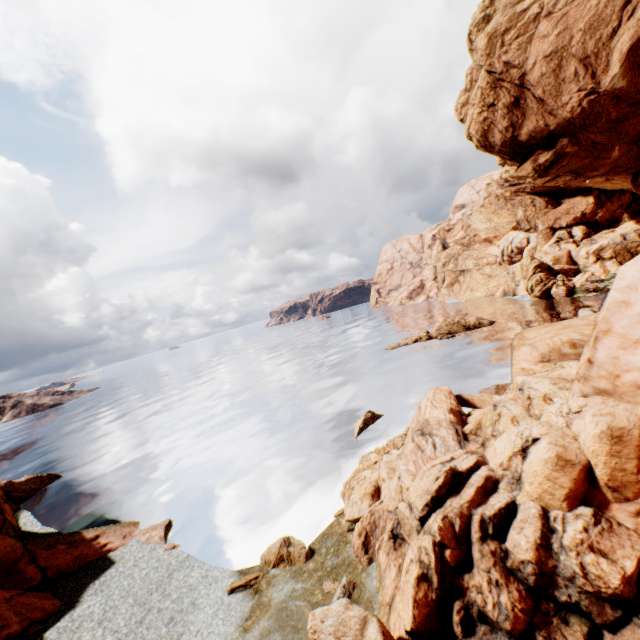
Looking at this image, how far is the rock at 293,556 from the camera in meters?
14.8 m

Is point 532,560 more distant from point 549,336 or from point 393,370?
point 393,370

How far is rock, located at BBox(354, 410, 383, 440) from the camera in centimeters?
2634cm

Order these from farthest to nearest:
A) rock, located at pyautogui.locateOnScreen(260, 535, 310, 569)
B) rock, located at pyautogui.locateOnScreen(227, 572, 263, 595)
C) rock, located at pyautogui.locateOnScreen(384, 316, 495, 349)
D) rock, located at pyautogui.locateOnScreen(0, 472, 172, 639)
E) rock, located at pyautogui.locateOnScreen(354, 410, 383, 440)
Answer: rock, located at pyautogui.locateOnScreen(384, 316, 495, 349)
rock, located at pyautogui.locateOnScreen(354, 410, 383, 440)
rock, located at pyautogui.locateOnScreen(260, 535, 310, 569)
rock, located at pyautogui.locateOnScreen(227, 572, 263, 595)
rock, located at pyautogui.locateOnScreen(0, 472, 172, 639)

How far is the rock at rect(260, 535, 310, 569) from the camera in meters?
14.8

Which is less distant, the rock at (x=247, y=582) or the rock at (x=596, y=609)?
the rock at (x=596, y=609)

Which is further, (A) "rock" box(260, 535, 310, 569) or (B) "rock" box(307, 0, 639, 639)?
(A) "rock" box(260, 535, 310, 569)
